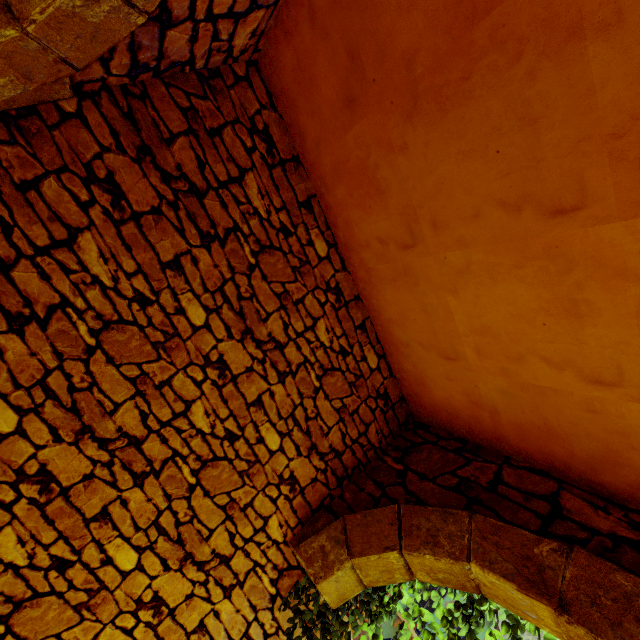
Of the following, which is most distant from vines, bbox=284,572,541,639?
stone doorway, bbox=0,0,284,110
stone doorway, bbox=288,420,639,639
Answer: stone doorway, bbox=0,0,284,110

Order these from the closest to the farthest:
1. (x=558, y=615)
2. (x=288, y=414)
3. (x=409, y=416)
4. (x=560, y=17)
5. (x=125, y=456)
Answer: (x=560, y=17) < (x=558, y=615) < (x=125, y=456) < (x=288, y=414) < (x=409, y=416)

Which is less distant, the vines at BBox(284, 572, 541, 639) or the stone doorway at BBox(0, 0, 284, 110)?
the stone doorway at BBox(0, 0, 284, 110)

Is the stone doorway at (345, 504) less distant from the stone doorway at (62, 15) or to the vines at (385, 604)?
the vines at (385, 604)

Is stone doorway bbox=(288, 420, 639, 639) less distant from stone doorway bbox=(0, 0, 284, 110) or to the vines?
the vines

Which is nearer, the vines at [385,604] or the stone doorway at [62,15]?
the stone doorway at [62,15]
